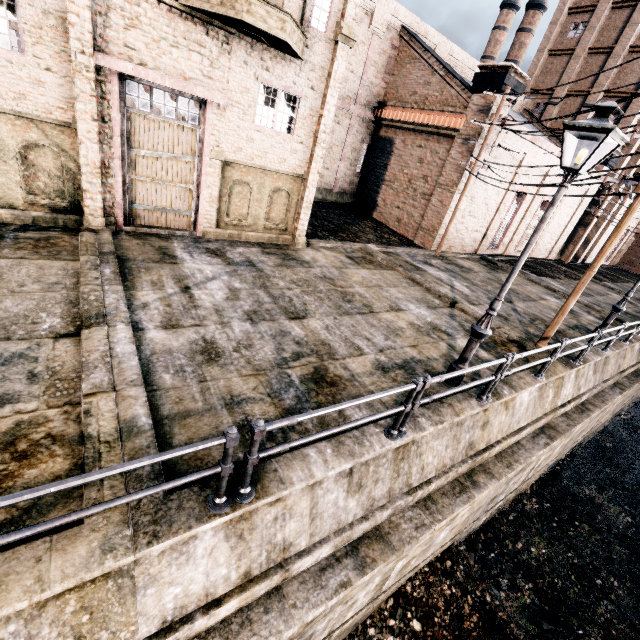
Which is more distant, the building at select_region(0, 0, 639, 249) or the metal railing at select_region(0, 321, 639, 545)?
the building at select_region(0, 0, 639, 249)

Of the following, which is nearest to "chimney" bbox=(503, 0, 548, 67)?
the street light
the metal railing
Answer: the metal railing

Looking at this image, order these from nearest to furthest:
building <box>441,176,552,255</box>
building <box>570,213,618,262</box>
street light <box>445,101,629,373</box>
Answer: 1. street light <box>445,101,629,373</box>
2. building <box>441,176,552,255</box>
3. building <box>570,213,618,262</box>

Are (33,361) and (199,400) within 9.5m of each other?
yes

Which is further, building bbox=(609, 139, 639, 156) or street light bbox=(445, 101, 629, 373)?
building bbox=(609, 139, 639, 156)

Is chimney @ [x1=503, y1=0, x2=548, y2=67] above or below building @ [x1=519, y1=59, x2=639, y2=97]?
above

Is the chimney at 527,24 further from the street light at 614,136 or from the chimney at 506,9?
the street light at 614,136

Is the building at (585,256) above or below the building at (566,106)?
below
